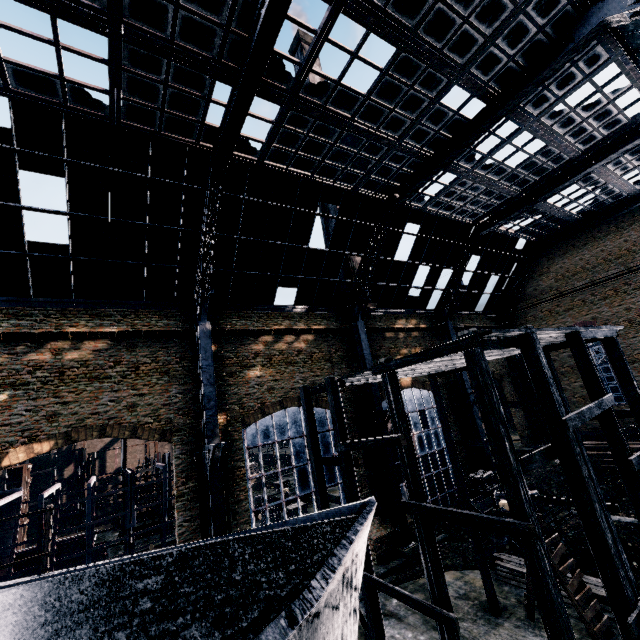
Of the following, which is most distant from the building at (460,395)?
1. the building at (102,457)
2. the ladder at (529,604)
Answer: the building at (102,457)

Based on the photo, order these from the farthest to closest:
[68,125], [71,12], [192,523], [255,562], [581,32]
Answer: [192,523], [68,125], [581,32], [71,12], [255,562]

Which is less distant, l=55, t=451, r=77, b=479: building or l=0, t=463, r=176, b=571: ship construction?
l=0, t=463, r=176, b=571: ship construction

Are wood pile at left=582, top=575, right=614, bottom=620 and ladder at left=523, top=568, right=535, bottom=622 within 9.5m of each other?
yes

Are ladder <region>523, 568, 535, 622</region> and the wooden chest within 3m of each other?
no

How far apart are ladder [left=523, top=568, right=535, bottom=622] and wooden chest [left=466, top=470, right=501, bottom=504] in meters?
11.8

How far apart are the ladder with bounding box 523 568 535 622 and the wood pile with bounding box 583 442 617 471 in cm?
A: 1613

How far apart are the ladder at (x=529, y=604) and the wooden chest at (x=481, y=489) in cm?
1181
